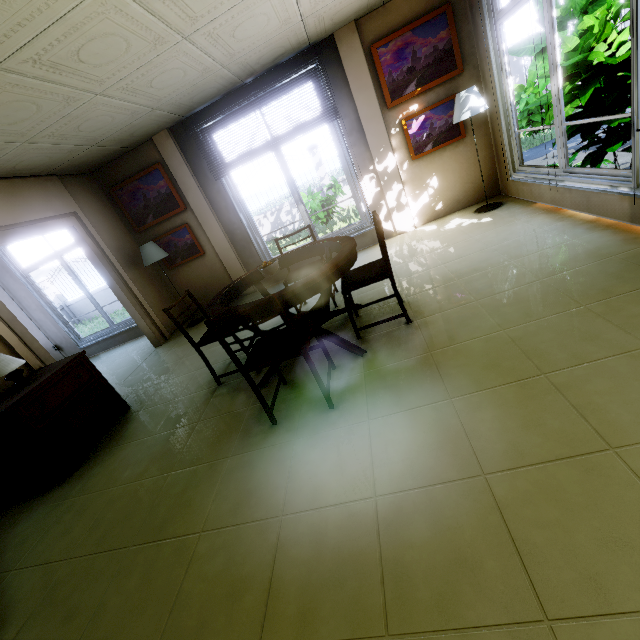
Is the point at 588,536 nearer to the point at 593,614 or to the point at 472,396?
the point at 593,614

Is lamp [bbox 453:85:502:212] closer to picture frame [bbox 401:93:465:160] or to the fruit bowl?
picture frame [bbox 401:93:465:160]

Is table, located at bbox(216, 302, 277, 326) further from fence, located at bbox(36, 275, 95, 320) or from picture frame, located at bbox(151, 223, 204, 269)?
fence, located at bbox(36, 275, 95, 320)

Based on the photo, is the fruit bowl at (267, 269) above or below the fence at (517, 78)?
below

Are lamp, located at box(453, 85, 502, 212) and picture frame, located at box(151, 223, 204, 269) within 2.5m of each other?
no

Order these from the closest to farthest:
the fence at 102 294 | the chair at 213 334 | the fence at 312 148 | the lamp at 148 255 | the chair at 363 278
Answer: the chair at 213 334 → the chair at 363 278 → the lamp at 148 255 → the fence at 312 148 → the fence at 102 294

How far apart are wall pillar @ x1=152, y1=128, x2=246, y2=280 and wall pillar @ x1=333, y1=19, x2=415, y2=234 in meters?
2.6 m

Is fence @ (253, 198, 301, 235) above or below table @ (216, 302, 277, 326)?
below
